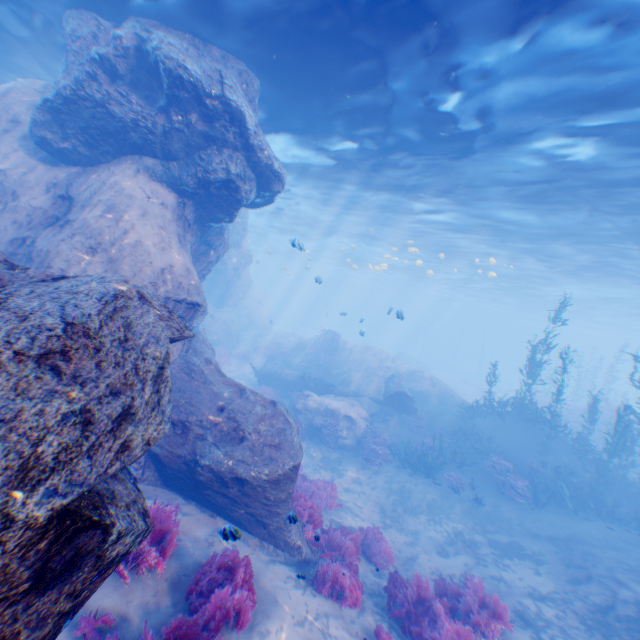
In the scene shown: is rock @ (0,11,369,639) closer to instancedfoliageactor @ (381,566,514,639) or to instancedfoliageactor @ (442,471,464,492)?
instancedfoliageactor @ (381,566,514,639)

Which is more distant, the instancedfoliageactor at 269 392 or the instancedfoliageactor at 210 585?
the instancedfoliageactor at 269 392

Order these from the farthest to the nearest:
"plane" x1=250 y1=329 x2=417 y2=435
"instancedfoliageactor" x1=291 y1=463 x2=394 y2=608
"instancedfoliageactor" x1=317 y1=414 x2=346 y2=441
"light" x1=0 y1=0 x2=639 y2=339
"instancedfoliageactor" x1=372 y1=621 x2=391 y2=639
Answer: "plane" x1=250 y1=329 x2=417 y2=435, "instancedfoliageactor" x1=317 y1=414 x2=346 y2=441, "light" x1=0 y1=0 x2=639 y2=339, "instancedfoliageactor" x1=291 y1=463 x2=394 y2=608, "instancedfoliageactor" x1=372 y1=621 x2=391 y2=639

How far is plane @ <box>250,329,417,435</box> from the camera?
18.16m

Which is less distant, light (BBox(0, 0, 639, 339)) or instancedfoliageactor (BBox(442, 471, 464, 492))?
light (BBox(0, 0, 639, 339))

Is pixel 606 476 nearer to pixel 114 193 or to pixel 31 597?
pixel 31 597

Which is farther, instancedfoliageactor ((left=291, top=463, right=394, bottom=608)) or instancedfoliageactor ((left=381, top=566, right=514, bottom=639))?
instancedfoliageactor ((left=291, top=463, right=394, bottom=608))

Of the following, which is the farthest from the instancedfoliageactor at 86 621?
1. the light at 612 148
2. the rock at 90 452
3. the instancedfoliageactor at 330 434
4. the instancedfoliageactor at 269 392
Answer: the light at 612 148
